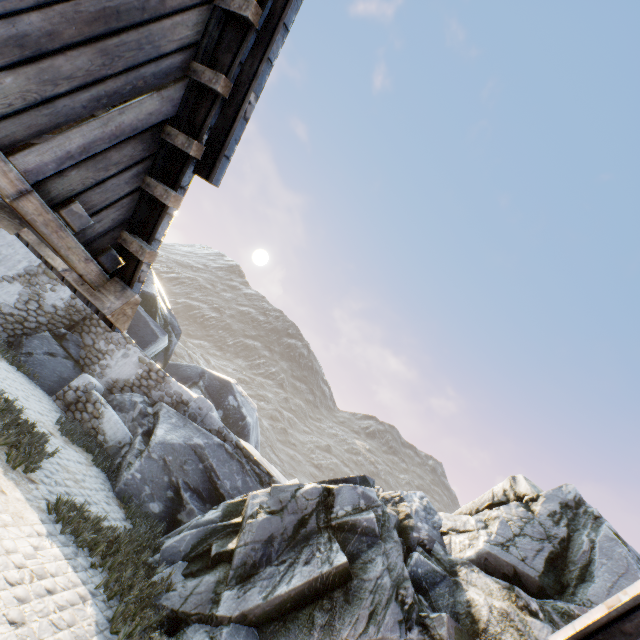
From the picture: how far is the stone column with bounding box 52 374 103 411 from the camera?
10.53m

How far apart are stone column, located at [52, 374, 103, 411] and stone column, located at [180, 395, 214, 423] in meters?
2.7

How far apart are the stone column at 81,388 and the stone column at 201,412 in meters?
2.7 m

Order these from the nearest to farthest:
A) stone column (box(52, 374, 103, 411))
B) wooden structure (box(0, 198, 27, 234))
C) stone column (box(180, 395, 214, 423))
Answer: wooden structure (box(0, 198, 27, 234))
stone column (box(52, 374, 103, 411))
stone column (box(180, 395, 214, 423))

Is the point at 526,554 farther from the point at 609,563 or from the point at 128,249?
the point at 128,249

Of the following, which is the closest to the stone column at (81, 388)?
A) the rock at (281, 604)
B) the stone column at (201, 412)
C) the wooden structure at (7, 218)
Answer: the rock at (281, 604)

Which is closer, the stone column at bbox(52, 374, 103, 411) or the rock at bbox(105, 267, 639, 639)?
the rock at bbox(105, 267, 639, 639)

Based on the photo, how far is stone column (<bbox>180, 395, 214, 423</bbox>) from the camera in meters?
11.4
